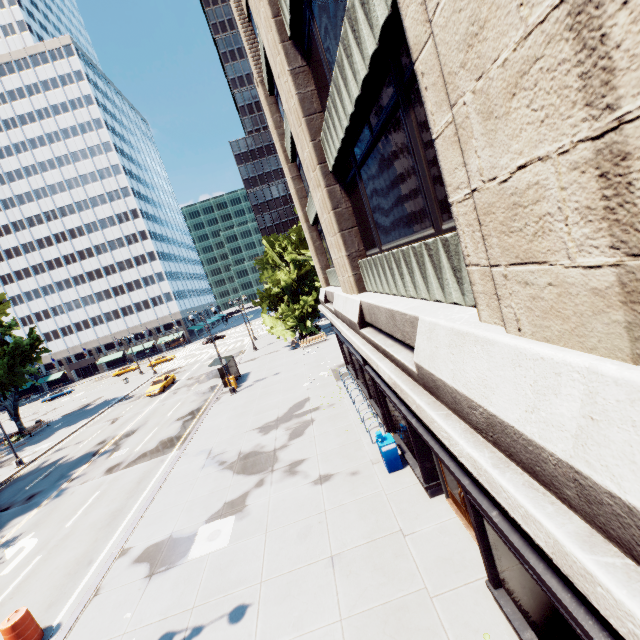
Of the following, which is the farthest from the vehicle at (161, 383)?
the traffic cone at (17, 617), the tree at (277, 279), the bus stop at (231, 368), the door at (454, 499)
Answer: the door at (454, 499)

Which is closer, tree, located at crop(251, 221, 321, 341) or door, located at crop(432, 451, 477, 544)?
door, located at crop(432, 451, 477, 544)

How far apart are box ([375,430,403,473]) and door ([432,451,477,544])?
1.9m

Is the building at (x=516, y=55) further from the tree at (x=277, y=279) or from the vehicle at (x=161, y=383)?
the vehicle at (x=161, y=383)

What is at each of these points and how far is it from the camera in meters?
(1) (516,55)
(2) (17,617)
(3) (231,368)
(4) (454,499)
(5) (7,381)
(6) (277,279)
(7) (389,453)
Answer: (1) building, 2.0
(2) traffic cone, 8.9
(3) bus stop, 29.4
(4) door, 8.7
(5) tree, 34.0
(6) tree, 35.2
(7) box, 10.9

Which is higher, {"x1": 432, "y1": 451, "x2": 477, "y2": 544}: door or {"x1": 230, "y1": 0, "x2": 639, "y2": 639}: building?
{"x1": 230, "y1": 0, "x2": 639, "y2": 639}: building

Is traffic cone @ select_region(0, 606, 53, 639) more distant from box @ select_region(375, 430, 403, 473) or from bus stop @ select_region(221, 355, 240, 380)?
bus stop @ select_region(221, 355, 240, 380)

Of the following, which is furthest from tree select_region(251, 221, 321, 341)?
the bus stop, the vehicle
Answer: the vehicle
